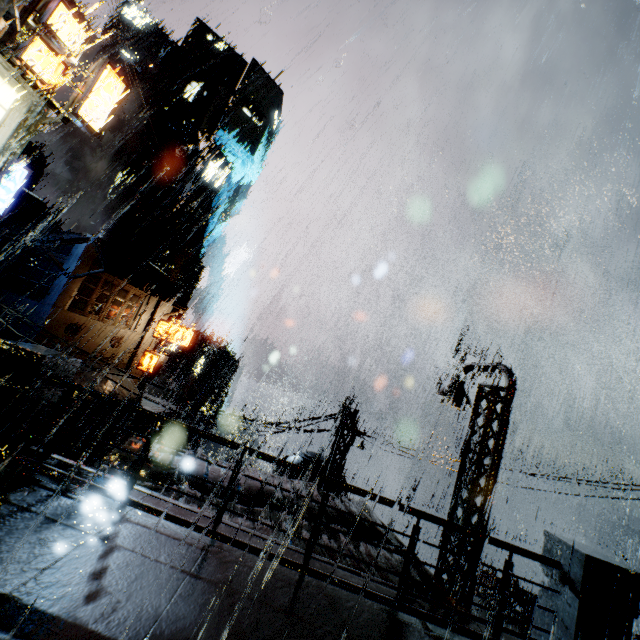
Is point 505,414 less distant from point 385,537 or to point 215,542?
point 385,537

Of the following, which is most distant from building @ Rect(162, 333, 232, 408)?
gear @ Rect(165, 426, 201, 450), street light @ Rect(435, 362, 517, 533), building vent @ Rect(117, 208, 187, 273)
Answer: gear @ Rect(165, 426, 201, 450)

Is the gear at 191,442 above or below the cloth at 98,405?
below

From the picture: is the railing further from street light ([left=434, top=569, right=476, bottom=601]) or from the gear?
the gear

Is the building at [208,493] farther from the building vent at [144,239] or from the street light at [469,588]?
the building vent at [144,239]

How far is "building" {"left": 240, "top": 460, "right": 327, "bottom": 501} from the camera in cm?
1081

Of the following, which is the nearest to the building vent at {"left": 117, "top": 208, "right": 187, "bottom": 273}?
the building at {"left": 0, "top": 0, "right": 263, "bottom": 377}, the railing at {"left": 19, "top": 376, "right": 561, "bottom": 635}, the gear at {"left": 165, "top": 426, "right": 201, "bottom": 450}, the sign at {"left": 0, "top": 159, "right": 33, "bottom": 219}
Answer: the building at {"left": 0, "top": 0, "right": 263, "bottom": 377}
